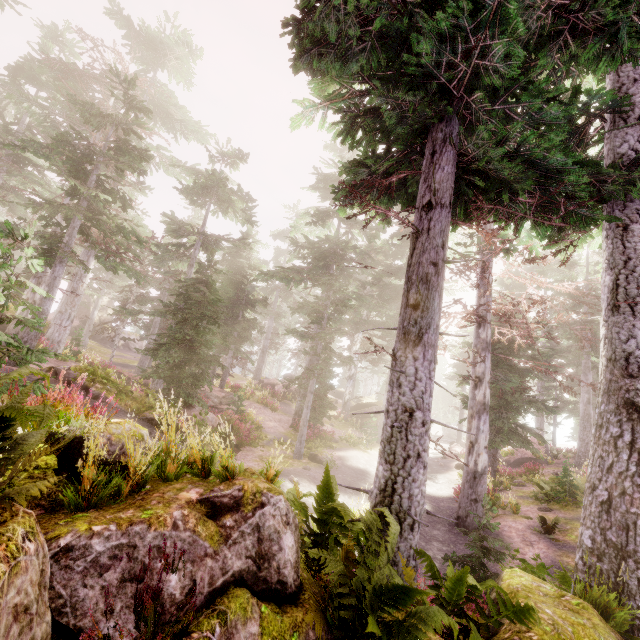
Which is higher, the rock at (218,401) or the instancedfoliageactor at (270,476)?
the instancedfoliageactor at (270,476)

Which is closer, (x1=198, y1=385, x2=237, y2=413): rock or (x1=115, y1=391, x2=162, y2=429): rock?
(x1=115, y1=391, x2=162, y2=429): rock

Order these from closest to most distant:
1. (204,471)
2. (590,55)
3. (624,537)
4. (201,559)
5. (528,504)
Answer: (201,559), (204,471), (624,537), (590,55), (528,504)

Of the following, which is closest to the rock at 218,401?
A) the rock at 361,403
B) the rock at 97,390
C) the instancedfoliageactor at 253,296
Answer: the instancedfoliageactor at 253,296

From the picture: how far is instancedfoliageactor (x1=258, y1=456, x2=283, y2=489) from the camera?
4.14m

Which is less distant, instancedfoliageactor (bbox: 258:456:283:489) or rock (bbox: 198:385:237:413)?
instancedfoliageactor (bbox: 258:456:283:489)

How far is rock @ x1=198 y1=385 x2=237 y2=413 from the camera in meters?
20.5 m

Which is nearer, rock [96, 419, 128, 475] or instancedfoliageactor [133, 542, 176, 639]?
instancedfoliageactor [133, 542, 176, 639]
